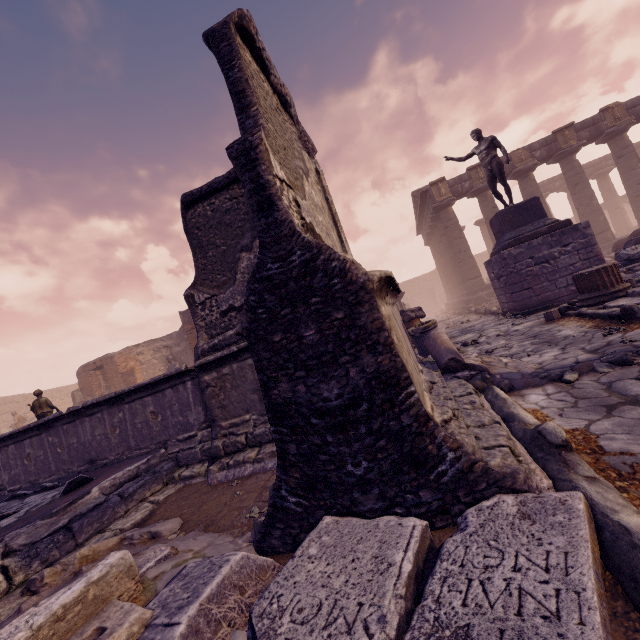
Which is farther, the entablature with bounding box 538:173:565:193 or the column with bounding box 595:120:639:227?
A: the entablature with bounding box 538:173:565:193

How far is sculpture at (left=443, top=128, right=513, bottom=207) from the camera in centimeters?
1013cm

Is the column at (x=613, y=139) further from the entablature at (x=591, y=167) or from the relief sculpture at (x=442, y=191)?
the relief sculpture at (x=442, y=191)

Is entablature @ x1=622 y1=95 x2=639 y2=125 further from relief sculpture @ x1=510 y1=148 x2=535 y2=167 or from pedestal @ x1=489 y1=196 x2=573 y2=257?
pedestal @ x1=489 y1=196 x2=573 y2=257

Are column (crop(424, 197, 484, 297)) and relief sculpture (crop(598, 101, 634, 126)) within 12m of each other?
yes

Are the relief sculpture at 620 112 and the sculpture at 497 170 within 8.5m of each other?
no

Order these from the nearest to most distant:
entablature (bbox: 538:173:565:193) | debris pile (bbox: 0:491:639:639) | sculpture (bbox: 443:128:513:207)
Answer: debris pile (bbox: 0:491:639:639) < sculpture (bbox: 443:128:513:207) < entablature (bbox: 538:173:565:193)

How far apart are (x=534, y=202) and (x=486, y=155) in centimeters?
213cm
